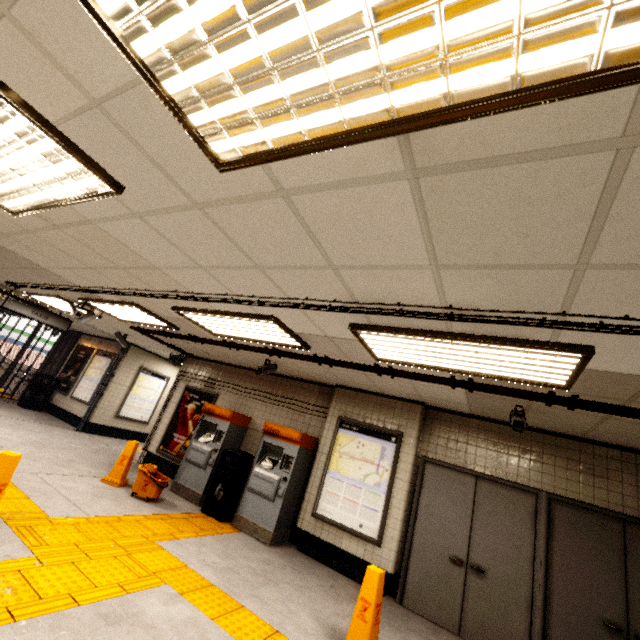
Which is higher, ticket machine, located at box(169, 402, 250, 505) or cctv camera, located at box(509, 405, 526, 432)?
cctv camera, located at box(509, 405, 526, 432)

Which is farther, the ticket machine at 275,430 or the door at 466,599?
the ticket machine at 275,430

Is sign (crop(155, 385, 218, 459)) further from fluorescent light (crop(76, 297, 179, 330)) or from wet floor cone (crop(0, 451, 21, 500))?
wet floor cone (crop(0, 451, 21, 500))

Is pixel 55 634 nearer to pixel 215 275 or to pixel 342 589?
pixel 215 275

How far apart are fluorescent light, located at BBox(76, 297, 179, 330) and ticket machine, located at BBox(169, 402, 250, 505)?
2.0m

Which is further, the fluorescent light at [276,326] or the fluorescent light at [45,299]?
the fluorescent light at [45,299]

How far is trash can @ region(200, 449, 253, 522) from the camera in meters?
5.9 m

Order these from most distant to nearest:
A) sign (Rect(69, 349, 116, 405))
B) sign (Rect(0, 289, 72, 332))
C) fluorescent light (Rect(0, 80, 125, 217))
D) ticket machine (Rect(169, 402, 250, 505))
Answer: sign (Rect(69, 349, 116, 405)) → sign (Rect(0, 289, 72, 332)) → ticket machine (Rect(169, 402, 250, 505)) → fluorescent light (Rect(0, 80, 125, 217))
